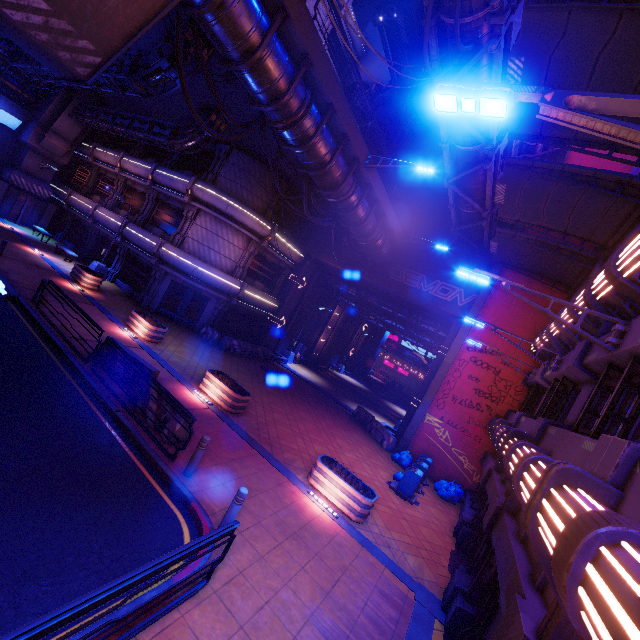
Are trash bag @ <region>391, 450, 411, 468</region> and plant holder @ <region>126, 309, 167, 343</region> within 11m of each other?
no

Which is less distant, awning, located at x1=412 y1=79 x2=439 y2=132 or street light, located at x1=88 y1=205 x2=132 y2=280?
awning, located at x1=412 y1=79 x2=439 y2=132

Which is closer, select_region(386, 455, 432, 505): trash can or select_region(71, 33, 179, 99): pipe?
select_region(71, 33, 179, 99): pipe

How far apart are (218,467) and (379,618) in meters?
5.2 m

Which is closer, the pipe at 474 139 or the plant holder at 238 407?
the pipe at 474 139

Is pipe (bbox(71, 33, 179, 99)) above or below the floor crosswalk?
above

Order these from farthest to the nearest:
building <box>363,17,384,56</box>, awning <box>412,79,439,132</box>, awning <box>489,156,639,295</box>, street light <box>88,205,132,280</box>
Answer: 1. building <box>363,17,384,56</box>
2. street light <box>88,205,132,280</box>
3. awning <box>412,79,439,132</box>
4. awning <box>489,156,639,295</box>

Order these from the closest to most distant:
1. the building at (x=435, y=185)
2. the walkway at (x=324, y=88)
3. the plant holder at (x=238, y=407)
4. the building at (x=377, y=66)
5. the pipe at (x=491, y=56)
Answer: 1. the walkway at (x=324, y=88)
2. the pipe at (x=491, y=56)
3. the plant holder at (x=238, y=407)
4. the building at (x=435, y=185)
5. the building at (x=377, y=66)
